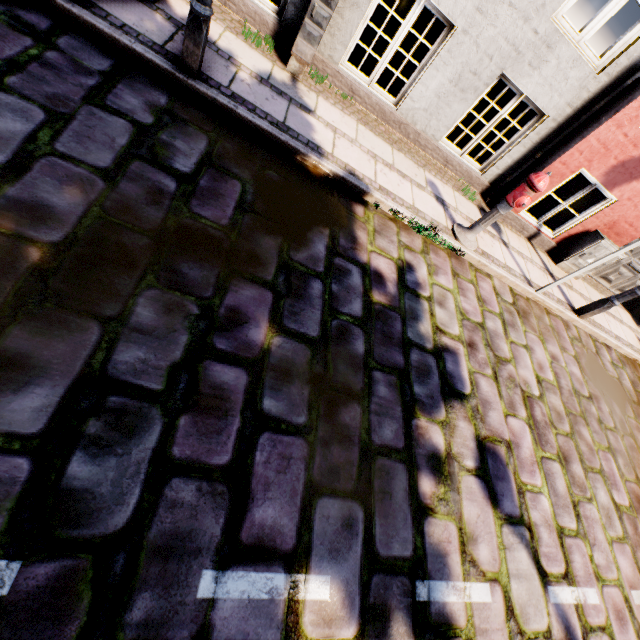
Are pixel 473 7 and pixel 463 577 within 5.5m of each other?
no

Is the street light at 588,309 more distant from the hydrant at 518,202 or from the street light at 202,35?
the street light at 202,35

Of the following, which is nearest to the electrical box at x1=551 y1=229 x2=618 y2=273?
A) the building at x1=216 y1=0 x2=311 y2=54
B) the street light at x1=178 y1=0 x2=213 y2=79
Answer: the building at x1=216 y1=0 x2=311 y2=54

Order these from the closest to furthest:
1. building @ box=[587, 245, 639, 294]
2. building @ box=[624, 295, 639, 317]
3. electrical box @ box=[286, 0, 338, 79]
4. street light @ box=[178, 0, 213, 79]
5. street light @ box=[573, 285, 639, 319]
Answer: street light @ box=[178, 0, 213, 79]
electrical box @ box=[286, 0, 338, 79]
street light @ box=[573, 285, 639, 319]
building @ box=[587, 245, 639, 294]
building @ box=[624, 295, 639, 317]

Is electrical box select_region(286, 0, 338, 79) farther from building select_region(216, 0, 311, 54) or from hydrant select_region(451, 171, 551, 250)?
hydrant select_region(451, 171, 551, 250)

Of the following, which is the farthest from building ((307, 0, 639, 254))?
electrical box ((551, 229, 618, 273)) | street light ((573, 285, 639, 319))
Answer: street light ((573, 285, 639, 319))

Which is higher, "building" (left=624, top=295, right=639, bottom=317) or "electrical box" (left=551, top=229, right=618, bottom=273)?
"electrical box" (left=551, top=229, right=618, bottom=273)

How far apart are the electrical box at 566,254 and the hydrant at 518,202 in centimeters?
281cm
